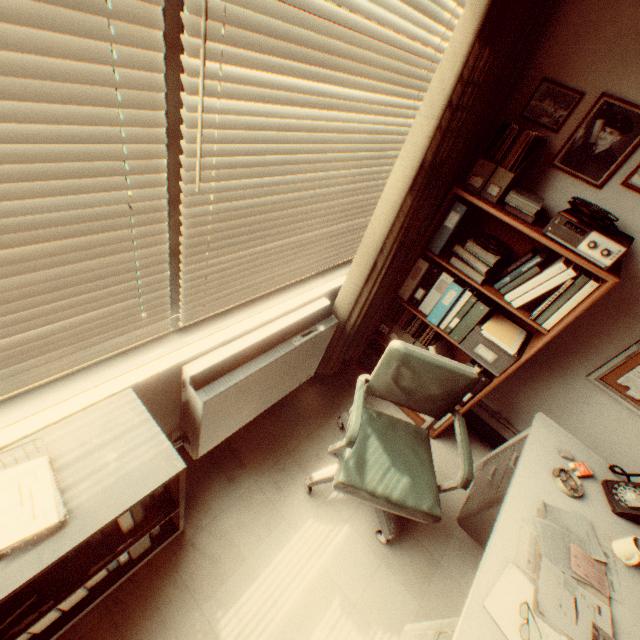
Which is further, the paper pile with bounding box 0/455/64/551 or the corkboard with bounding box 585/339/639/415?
the corkboard with bounding box 585/339/639/415

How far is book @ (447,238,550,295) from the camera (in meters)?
2.20

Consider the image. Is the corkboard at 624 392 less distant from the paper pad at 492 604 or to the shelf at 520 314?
the shelf at 520 314

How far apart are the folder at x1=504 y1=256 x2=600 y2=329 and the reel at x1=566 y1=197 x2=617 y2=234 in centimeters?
26cm

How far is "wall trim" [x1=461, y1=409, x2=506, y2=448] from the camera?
3.2m

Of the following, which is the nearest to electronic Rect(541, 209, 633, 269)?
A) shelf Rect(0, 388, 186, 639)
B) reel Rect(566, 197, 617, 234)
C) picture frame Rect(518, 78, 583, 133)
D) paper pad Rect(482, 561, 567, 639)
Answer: reel Rect(566, 197, 617, 234)

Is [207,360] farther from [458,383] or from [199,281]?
[458,383]

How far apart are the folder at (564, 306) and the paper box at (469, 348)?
0.3 meters
